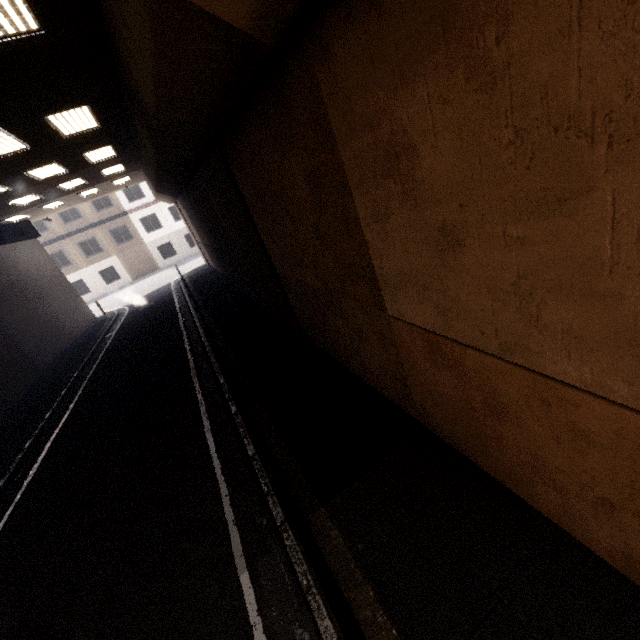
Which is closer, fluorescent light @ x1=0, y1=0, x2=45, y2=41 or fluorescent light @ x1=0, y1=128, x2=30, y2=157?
fluorescent light @ x1=0, y1=0, x2=45, y2=41

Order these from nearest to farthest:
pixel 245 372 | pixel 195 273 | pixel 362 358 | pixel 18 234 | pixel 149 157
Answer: pixel 362 358 < pixel 245 372 < pixel 149 157 < pixel 18 234 < pixel 195 273

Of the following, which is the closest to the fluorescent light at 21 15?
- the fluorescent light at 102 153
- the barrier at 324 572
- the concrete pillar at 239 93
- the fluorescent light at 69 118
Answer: the concrete pillar at 239 93

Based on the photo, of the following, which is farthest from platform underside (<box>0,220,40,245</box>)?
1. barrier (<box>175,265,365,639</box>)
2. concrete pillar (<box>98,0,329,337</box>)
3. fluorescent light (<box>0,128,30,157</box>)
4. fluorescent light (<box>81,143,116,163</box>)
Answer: barrier (<box>175,265,365,639</box>)

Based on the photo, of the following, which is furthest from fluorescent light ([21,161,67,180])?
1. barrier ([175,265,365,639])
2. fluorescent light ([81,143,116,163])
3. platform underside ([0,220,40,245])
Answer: barrier ([175,265,365,639])

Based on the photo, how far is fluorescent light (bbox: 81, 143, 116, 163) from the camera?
11.1m

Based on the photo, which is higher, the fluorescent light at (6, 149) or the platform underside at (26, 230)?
the fluorescent light at (6, 149)

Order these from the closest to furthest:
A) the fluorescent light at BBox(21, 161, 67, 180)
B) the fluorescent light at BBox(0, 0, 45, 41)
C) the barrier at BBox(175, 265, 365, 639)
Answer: the barrier at BBox(175, 265, 365, 639) → the fluorescent light at BBox(0, 0, 45, 41) → the fluorescent light at BBox(21, 161, 67, 180)
